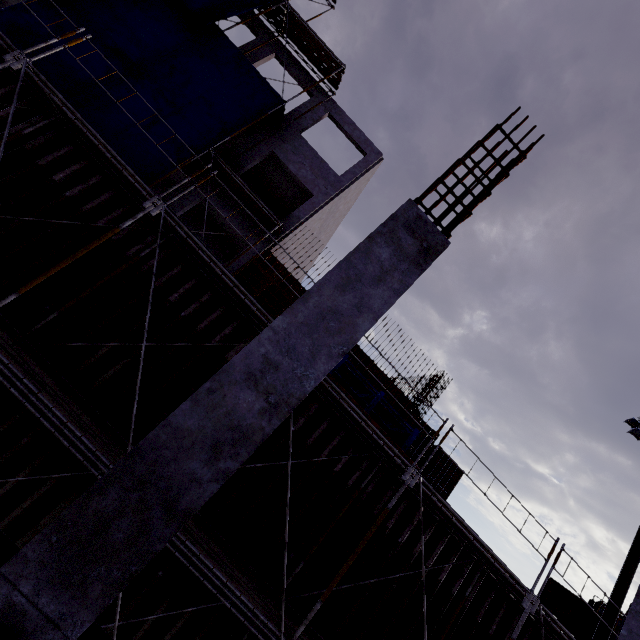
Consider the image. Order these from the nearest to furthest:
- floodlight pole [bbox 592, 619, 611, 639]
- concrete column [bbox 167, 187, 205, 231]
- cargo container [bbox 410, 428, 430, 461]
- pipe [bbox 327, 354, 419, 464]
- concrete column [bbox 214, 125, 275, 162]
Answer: pipe [bbox 327, 354, 419, 464] → floodlight pole [bbox 592, 619, 611, 639] → concrete column [bbox 167, 187, 205, 231] → concrete column [bbox 214, 125, 275, 162] → cargo container [bbox 410, 428, 430, 461]

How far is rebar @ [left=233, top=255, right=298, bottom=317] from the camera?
13.62m

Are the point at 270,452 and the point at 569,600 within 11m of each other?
no

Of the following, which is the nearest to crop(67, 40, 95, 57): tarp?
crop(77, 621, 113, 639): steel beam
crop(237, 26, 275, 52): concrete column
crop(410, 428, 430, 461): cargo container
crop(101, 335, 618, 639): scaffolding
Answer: crop(237, 26, 275, 52): concrete column

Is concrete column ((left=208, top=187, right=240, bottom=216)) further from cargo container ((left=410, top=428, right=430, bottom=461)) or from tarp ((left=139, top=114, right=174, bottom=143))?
cargo container ((left=410, top=428, right=430, bottom=461))

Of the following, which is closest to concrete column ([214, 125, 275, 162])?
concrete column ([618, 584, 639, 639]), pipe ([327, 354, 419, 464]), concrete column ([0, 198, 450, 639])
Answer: pipe ([327, 354, 419, 464])

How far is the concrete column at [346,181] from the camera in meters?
15.0 m
